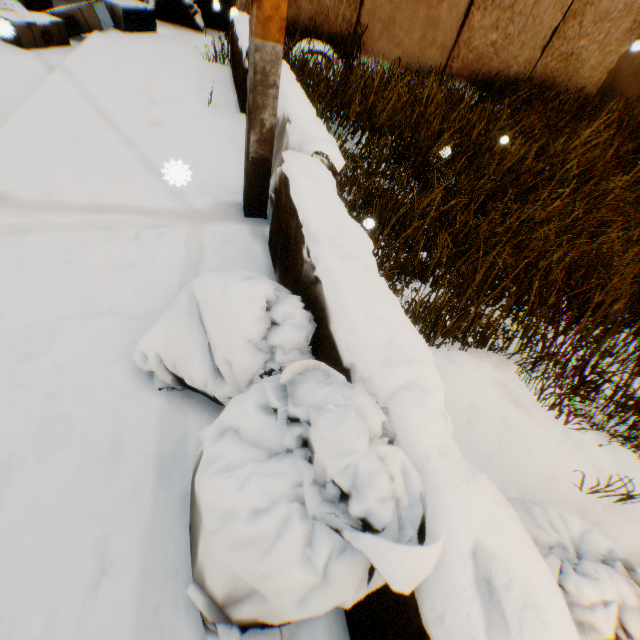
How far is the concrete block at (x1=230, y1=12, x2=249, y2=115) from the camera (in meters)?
3.59

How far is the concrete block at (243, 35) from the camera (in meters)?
3.59

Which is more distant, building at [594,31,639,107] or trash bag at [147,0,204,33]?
building at [594,31,639,107]

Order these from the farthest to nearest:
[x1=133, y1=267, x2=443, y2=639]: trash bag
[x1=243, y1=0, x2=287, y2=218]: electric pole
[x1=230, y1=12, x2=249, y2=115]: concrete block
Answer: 1. [x1=230, y1=12, x2=249, y2=115]: concrete block
2. [x1=243, y1=0, x2=287, y2=218]: electric pole
3. [x1=133, y1=267, x2=443, y2=639]: trash bag

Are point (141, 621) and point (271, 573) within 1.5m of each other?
yes

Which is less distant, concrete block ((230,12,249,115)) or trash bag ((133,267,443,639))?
trash bag ((133,267,443,639))

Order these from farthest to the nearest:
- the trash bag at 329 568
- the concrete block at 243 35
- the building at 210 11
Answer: the building at 210 11, the concrete block at 243 35, the trash bag at 329 568

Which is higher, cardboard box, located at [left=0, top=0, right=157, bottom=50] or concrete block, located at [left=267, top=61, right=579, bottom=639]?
concrete block, located at [left=267, top=61, right=579, bottom=639]
